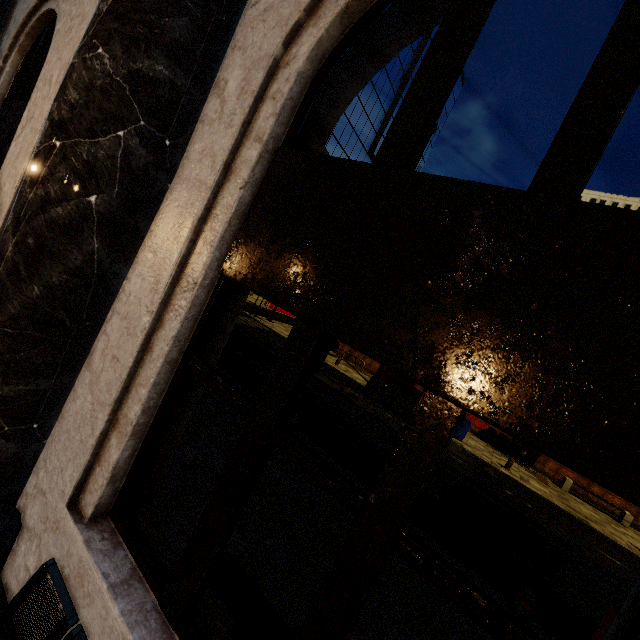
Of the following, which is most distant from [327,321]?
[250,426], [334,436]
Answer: [334,436]

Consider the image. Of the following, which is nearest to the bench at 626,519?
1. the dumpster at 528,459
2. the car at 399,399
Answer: the dumpster at 528,459

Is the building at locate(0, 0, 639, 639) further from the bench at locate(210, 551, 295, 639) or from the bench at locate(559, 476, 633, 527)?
the bench at locate(559, 476, 633, 527)

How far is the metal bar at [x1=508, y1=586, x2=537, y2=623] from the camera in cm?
485

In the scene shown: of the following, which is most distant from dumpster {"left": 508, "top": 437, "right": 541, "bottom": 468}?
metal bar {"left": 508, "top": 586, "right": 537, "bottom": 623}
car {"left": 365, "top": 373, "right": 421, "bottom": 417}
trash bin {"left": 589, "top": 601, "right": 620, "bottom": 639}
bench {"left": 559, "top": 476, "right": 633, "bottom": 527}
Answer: metal bar {"left": 508, "top": 586, "right": 537, "bottom": 623}

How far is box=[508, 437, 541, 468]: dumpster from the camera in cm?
1700

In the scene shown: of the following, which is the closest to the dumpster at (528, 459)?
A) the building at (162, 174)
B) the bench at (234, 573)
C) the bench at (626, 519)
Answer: the bench at (626, 519)

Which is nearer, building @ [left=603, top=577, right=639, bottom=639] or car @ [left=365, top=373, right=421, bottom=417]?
building @ [left=603, top=577, right=639, bottom=639]
